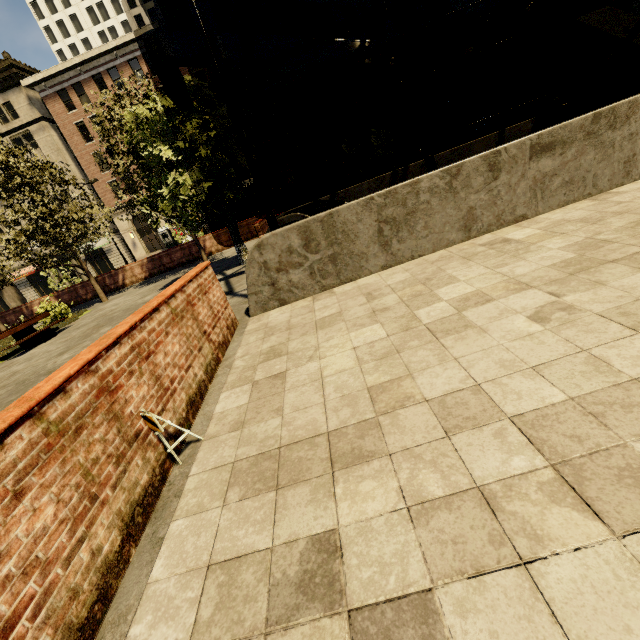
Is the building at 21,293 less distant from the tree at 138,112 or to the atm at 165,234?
the atm at 165,234

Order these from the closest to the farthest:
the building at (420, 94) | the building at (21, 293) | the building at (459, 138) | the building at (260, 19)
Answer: the building at (260, 19)
the building at (420, 94)
the building at (459, 138)
the building at (21, 293)

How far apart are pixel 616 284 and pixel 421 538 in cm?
307

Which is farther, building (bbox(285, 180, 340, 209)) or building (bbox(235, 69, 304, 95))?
building (bbox(285, 180, 340, 209))

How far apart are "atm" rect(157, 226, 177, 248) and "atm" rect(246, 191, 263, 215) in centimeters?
2104cm

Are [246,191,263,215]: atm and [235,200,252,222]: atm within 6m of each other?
yes

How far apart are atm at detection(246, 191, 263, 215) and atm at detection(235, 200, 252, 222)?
0.2 meters

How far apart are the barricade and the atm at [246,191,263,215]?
18.40m
